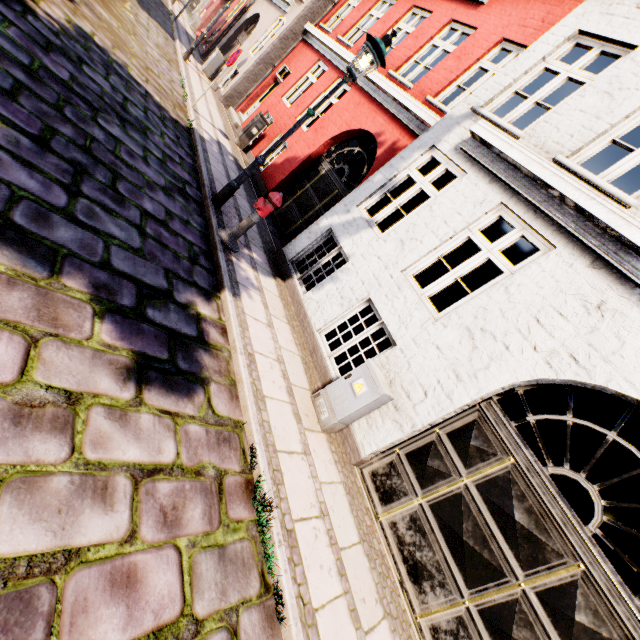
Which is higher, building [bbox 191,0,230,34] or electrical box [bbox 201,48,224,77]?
building [bbox 191,0,230,34]

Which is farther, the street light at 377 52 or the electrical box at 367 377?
the street light at 377 52

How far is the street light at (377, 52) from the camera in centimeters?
484cm

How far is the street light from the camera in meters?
4.8 m

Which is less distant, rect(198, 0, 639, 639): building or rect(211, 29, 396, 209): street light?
rect(198, 0, 639, 639): building

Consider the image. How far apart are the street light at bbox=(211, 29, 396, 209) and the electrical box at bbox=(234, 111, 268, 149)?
5.99m

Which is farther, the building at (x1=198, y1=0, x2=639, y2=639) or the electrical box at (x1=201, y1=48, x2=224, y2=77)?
the electrical box at (x1=201, y1=48, x2=224, y2=77)

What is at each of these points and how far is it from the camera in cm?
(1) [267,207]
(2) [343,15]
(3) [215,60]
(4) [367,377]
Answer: (1) hydrant, 521
(2) building, 1152
(3) electrical box, 1370
(4) electrical box, 435
